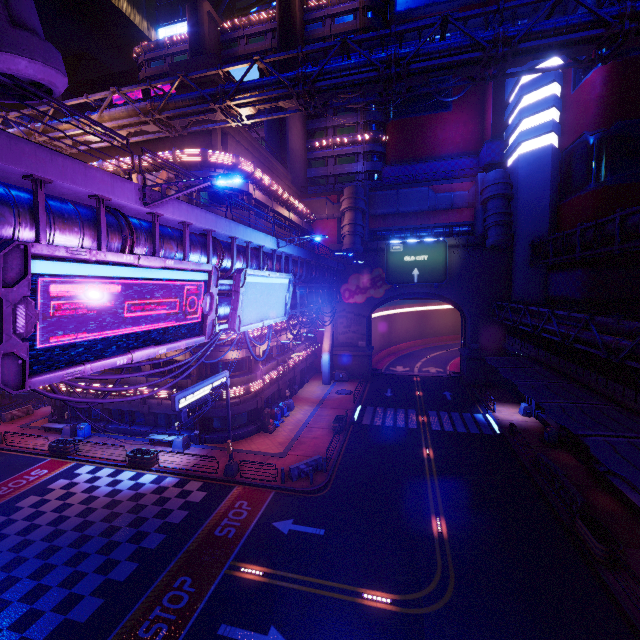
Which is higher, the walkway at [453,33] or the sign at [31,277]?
the walkway at [453,33]

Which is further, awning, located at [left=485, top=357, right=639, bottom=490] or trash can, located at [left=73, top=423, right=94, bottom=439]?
trash can, located at [left=73, top=423, right=94, bottom=439]

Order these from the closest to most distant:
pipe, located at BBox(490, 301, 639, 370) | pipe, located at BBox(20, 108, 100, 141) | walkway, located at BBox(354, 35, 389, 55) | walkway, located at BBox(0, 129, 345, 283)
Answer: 1. walkway, located at BBox(0, 129, 345, 283)
2. pipe, located at BBox(490, 301, 639, 370)
3. pipe, located at BBox(20, 108, 100, 141)
4. walkway, located at BBox(354, 35, 389, 55)

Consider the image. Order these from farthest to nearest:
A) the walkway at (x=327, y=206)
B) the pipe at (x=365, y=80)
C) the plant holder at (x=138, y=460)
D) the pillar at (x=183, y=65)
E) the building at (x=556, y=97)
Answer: the walkway at (x=327, y=206)
the building at (x=556, y=97)
the pillar at (x=183, y=65)
the plant holder at (x=138, y=460)
the pipe at (x=365, y=80)

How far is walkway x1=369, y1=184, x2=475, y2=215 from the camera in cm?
4094

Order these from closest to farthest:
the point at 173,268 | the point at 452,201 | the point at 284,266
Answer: the point at 173,268
the point at 284,266
the point at 452,201

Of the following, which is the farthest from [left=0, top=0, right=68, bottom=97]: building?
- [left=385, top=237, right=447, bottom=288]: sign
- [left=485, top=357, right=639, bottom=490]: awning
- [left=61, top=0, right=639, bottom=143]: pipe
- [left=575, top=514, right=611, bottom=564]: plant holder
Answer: [left=385, top=237, right=447, bottom=288]: sign

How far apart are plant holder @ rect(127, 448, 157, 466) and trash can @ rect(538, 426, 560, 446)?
29.42m
